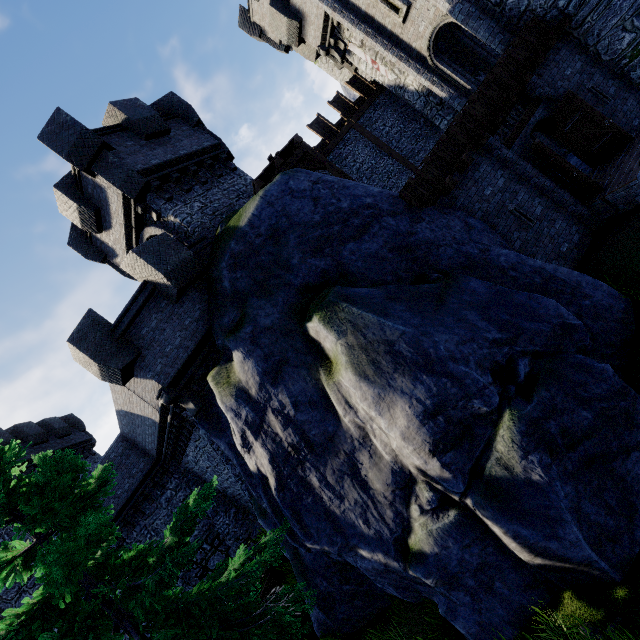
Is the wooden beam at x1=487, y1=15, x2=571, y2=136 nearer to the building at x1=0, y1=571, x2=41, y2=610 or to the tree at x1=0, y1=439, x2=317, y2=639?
the tree at x1=0, y1=439, x2=317, y2=639

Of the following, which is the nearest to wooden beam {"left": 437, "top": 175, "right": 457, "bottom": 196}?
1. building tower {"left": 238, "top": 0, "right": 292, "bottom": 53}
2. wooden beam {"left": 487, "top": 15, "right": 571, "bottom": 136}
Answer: wooden beam {"left": 487, "top": 15, "right": 571, "bottom": 136}

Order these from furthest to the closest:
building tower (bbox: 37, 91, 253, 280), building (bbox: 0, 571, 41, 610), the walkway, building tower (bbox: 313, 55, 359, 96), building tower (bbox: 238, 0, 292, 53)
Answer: building tower (bbox: 313, 55, 359, 96) → building tower (bbox: 238, 0, 292, 53) → building (bbox: 0, 571, 41, 610) → the walkway → building tower (bbox: 37, 91, 253, 280)

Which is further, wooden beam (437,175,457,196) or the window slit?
the window slit

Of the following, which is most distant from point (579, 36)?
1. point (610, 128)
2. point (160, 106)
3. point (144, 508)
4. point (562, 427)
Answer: point (144, 508)

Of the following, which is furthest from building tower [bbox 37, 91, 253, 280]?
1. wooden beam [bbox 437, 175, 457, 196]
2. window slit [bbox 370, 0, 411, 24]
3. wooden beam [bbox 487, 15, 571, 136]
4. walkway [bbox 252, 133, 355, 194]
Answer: window slit [bbox 370, 0, 411, 24]

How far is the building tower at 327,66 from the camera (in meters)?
22.91

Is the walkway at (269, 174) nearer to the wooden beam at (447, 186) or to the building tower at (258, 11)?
the wooden beam at (447, 186)
